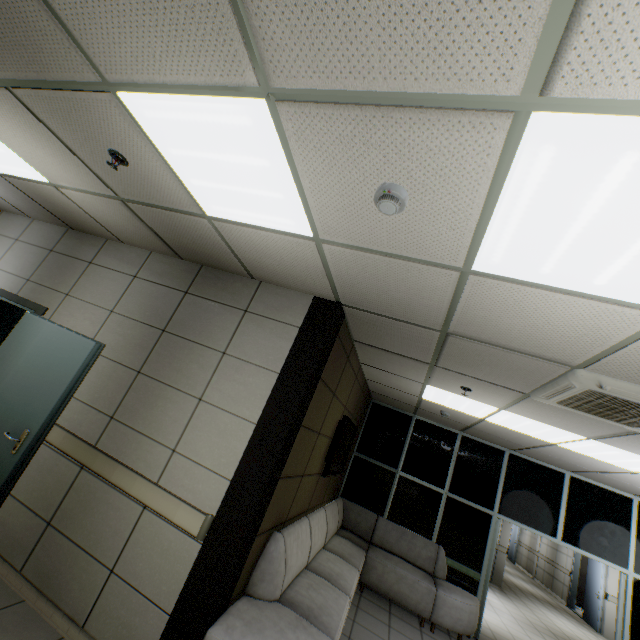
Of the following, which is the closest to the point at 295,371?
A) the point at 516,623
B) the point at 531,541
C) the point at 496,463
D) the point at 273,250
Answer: the point at 273,250

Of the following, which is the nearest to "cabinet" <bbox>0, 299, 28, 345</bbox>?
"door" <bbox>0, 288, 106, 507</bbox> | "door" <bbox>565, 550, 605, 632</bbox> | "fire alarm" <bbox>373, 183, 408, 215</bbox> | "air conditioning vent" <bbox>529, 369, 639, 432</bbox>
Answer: "door" <bbox>0, 288, 106, 507</bbox>

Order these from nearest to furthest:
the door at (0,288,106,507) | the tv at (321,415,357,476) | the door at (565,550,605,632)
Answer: the door at (0,288,106,507)
the tv at (321,415,357,476)
the door at (565,550,605,632)

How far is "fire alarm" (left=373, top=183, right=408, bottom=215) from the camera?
1.5m

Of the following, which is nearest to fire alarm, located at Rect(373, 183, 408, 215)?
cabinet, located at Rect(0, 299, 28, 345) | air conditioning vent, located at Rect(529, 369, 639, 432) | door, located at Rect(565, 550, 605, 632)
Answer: air conditioning vent, located at Rect(529, 369, 639, 432)

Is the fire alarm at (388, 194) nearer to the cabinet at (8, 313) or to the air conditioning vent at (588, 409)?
the air conditioning vent at (588, 409)

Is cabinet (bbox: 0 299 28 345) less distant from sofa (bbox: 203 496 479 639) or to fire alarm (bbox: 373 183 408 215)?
sofa (bbox: 203 496 479 639)

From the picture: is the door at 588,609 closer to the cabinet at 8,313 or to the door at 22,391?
the door at 22,391
